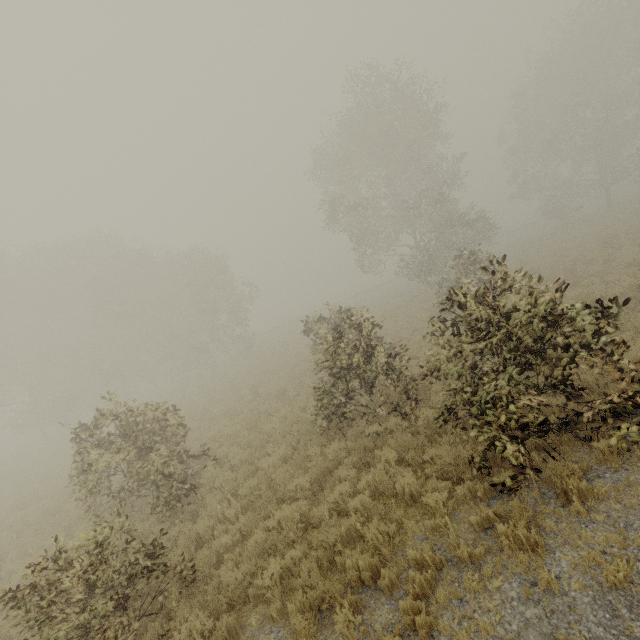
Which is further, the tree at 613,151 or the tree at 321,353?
the tree at 613,151

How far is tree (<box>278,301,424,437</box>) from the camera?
8.77m

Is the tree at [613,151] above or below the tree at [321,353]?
above

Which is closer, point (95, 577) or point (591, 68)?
point (95, 577)

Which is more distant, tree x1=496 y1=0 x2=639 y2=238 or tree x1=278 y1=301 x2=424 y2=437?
tree x1=496 y1=0 x2=639 y2=238

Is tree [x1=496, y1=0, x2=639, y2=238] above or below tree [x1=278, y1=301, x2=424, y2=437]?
above
